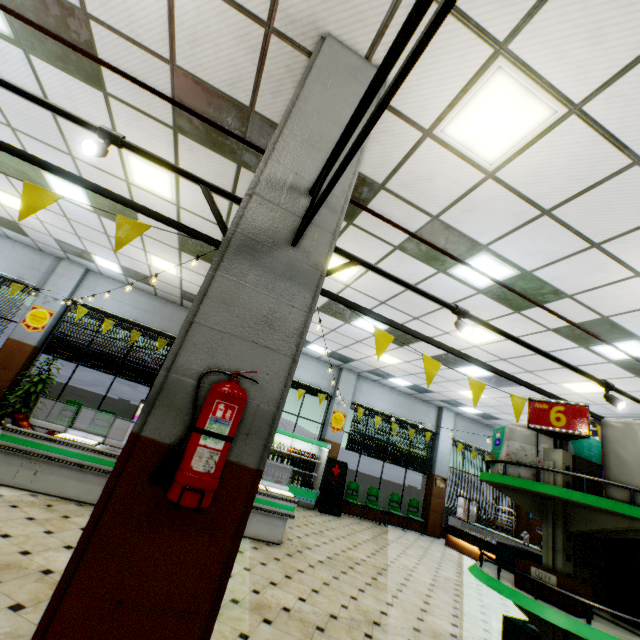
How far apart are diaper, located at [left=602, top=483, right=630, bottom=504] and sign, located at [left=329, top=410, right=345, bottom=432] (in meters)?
10.40

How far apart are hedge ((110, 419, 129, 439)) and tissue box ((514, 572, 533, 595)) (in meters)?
10.70

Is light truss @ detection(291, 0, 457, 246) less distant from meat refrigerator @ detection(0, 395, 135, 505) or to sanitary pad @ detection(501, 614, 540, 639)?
sanitary pad @ detection(501, 614, 540, 639)

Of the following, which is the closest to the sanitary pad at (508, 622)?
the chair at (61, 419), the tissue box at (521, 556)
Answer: the tissue box at (521, 556)

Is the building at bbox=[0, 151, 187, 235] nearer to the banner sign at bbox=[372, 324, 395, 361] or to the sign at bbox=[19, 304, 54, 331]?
the sign at bbox=[19, 304, 54, 331]

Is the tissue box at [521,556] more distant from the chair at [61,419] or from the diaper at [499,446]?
the chair at [61,419]

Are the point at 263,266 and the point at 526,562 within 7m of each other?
yes

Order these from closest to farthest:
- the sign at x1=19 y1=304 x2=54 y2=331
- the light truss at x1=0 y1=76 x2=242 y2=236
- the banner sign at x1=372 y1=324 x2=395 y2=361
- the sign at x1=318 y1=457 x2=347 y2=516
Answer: the light truss at x1=0 y1=76 x2=242 y2=236, the banner sign at x1=372 y1=324 x2=395 y2=361, the sign at x1=19 y1=304 x2=54 y2=331, the sign at x1=318 y1=457 x2=347 y2=516
